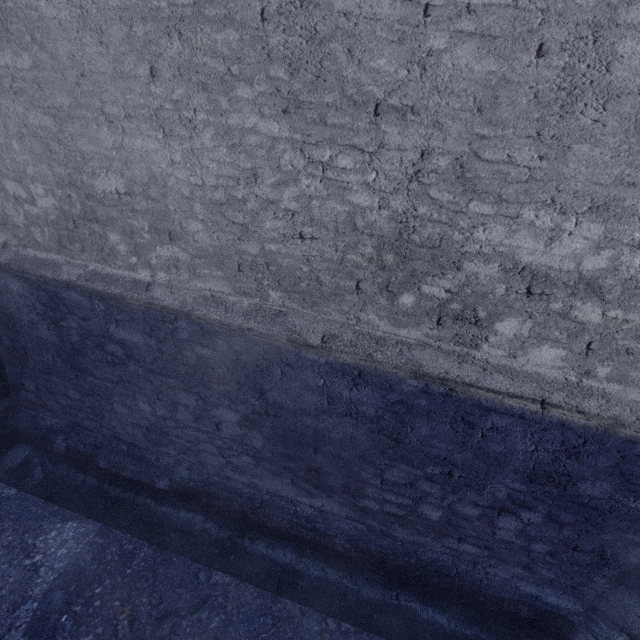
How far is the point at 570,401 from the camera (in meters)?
2.23
